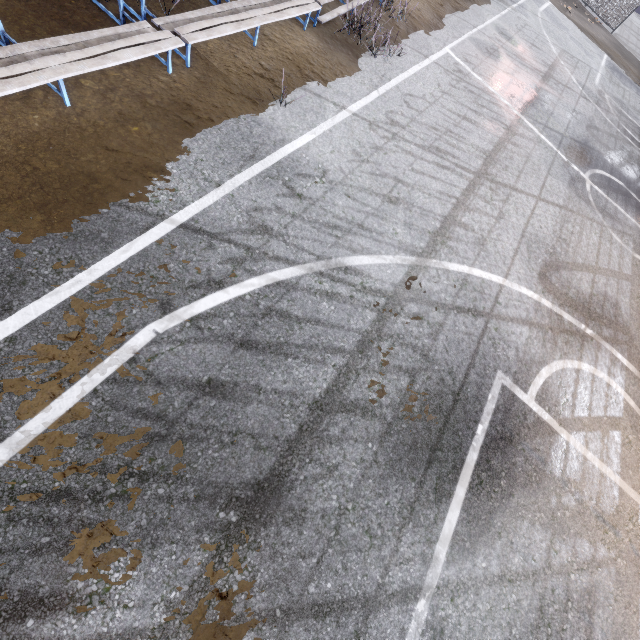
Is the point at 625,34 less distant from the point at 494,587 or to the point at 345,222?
the point at 345,222
